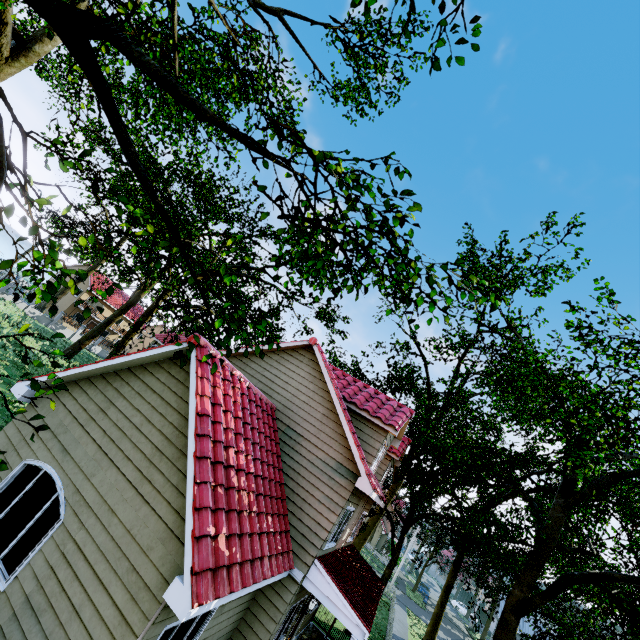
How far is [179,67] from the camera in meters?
13.7
